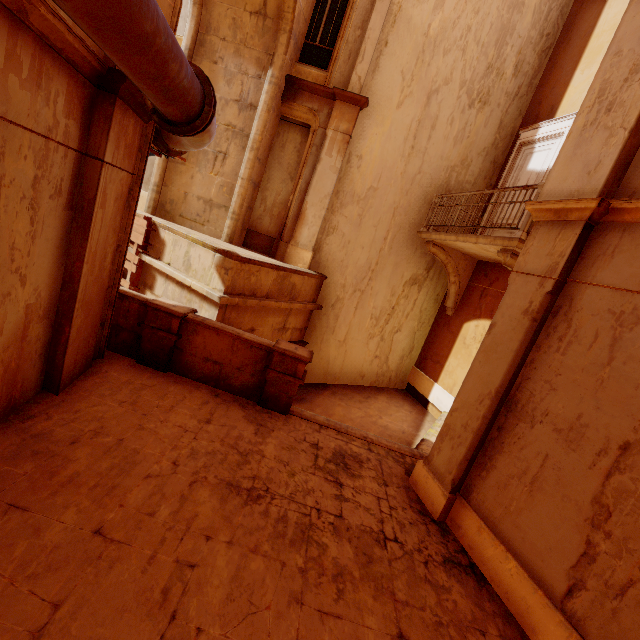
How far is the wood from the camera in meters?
7.7

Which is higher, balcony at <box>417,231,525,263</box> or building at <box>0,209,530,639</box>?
balcony at <box>417,231,525,263</box>

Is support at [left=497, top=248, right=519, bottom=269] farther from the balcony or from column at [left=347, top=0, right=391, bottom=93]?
column at [left=347, top=0, right=391, bottom=93]

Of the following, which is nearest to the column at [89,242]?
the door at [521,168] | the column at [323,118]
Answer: the column at [323,118]

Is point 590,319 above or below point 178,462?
above

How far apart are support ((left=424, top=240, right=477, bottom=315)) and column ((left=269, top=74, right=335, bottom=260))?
3.67m

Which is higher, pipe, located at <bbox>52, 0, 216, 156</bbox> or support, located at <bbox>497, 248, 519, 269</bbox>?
support, located at <bbox>497, 248, 519, 269</bbox>

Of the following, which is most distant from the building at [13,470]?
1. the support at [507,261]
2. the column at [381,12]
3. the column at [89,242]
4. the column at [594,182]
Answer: the column at [381,12]
